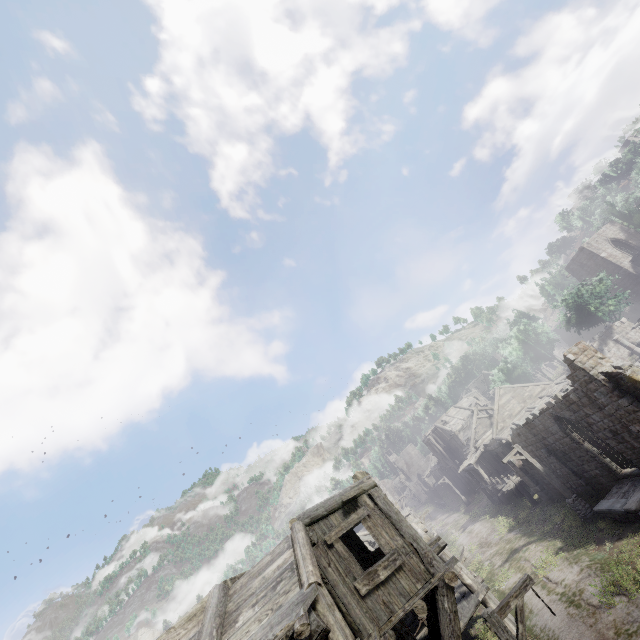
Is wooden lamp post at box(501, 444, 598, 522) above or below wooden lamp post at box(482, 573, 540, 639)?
below

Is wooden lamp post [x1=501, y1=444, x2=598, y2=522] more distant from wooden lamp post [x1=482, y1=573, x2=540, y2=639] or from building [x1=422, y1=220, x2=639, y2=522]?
wooden lamp post [x1=482, y1=573, x2=540, y2=639]

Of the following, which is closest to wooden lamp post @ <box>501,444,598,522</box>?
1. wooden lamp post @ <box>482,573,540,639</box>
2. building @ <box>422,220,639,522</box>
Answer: building @ <box>422,220,639,522</box>

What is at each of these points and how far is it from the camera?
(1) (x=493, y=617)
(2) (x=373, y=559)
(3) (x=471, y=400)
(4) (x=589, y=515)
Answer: (1) wooden lamp post, 7.52m
(2) building, 11.74m
(3) building, 52.22m
(4) wooden lamp post, 17.50m

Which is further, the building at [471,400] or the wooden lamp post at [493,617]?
the building at [471,400]

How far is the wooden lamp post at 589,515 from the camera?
17.6m

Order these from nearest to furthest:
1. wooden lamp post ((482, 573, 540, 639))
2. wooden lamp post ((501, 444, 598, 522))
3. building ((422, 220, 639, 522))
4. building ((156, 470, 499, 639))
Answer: building ((156, 470, 499, 639)) → wooden lamp post ((482, 573, 540, 639)) → building ((422, 220, 639, 522)) → wooden lamp post ((501, 444, 598, 522))

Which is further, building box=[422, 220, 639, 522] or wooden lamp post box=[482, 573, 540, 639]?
building box=[422, 220, 639, 522]
